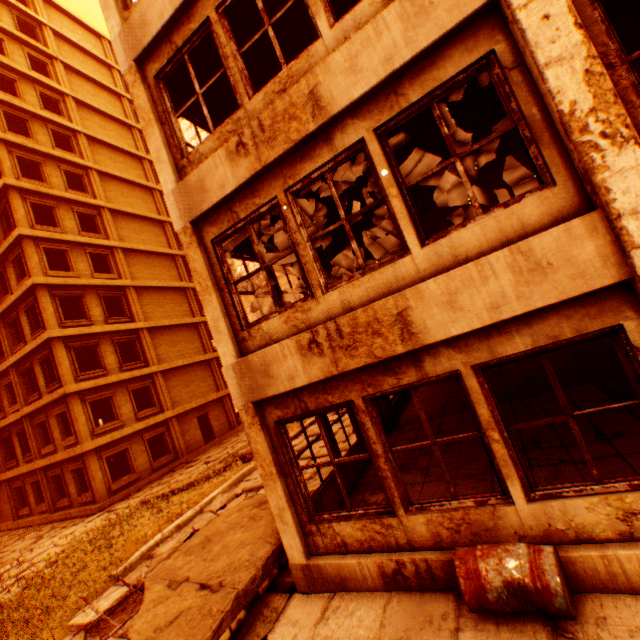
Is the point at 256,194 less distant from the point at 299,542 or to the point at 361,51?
the point at 361,51

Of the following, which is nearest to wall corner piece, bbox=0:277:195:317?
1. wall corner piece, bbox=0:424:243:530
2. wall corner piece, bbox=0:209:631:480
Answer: wall corner piece, bbox=0:209:631:480

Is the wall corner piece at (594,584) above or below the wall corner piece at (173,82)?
below

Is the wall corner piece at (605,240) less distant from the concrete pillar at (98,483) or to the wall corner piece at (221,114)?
the wall corner piece at (221,114)

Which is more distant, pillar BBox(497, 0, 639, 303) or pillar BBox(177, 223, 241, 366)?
pillar BBox(177, 223, 241, 366)

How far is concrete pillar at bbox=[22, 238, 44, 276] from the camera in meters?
17.6

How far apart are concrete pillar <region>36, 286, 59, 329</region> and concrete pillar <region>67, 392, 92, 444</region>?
3.5 meters

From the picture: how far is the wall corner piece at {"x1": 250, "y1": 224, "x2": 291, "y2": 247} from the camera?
6.5 meters
